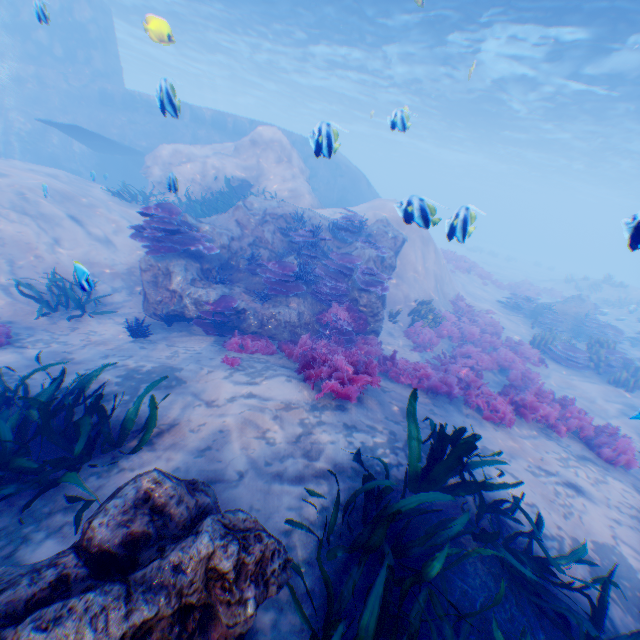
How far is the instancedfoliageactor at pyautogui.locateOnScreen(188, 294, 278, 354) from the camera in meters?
7.3 m

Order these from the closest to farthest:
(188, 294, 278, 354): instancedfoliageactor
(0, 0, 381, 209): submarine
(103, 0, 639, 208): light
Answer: (188, 294, 278, 354): instancedfoliageactor, (103, 0, 639, 208): light, (0, 0, 381, 209): submarine

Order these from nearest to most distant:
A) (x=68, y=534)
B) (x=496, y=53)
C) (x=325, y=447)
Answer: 1. (x=68, y=534)
2. (x=325, y=447)
3. (x=496, y=53)

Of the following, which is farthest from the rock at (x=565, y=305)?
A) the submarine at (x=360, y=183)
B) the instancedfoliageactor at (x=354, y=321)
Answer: the instancedfoliageactor at (x=354, y=321)

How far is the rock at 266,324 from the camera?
8.30m

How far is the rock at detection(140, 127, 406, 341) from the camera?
8.30m

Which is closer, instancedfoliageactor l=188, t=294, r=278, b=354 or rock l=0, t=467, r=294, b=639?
rock l=0, t=467, r=294, b=639
